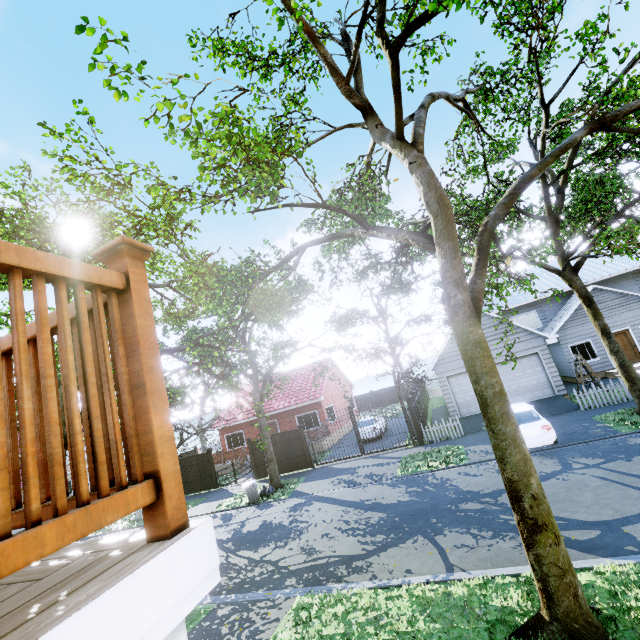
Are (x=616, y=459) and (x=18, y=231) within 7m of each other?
no

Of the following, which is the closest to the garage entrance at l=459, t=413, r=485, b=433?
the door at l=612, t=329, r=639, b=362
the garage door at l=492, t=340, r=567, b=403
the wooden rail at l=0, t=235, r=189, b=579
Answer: the garage door at l=492, t=340, r=567, b=403

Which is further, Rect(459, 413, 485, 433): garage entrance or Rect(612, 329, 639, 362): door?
Rect(612, 329, 639, 362): door

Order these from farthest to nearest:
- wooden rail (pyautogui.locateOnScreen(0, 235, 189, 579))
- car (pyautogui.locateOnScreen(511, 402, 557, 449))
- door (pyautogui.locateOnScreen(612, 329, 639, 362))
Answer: door (pyautogui.locateOnScreen(612, 329, 639, 362))
car (pyautogui.locateOnScreen(511, 402, 557, 449))
wooden rail (pyautogui.locateOnScreen(0, 235, 189, 579))

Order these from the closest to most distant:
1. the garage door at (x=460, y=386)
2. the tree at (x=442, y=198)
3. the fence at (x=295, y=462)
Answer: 1. the tree at (x=442, y=198)
2. the garage door at (x=460, y=386)
3. the fence at (x=295, y=462)

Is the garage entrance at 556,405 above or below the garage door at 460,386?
below

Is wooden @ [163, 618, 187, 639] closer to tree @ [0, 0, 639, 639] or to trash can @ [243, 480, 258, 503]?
tree @ [0, 0, 639, 639]

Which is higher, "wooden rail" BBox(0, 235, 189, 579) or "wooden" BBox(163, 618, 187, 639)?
"wooden rail" BBox(0, 235, 189, 579)
